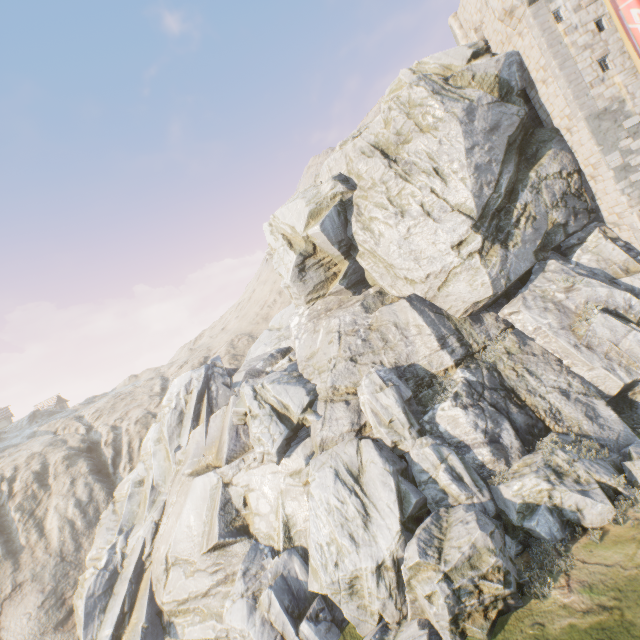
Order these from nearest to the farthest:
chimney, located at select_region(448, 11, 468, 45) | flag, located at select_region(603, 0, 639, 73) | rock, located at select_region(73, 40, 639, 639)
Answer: rock, located at select_region(73, 40, 639, 639), flag, located at select_region(603, 0, 639, 73), chimney, located at select_region(448, 11, 468, 45)

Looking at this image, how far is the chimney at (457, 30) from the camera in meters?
26.4

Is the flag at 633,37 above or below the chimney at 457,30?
below

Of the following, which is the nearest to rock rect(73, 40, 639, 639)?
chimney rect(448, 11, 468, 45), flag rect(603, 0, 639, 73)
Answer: flag rect(603, 0, 639, 73)

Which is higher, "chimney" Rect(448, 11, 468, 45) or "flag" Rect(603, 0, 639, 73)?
"chimney" Rect(448, 11, 468, 45)

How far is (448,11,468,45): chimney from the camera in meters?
26.4 m

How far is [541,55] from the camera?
17.2m
